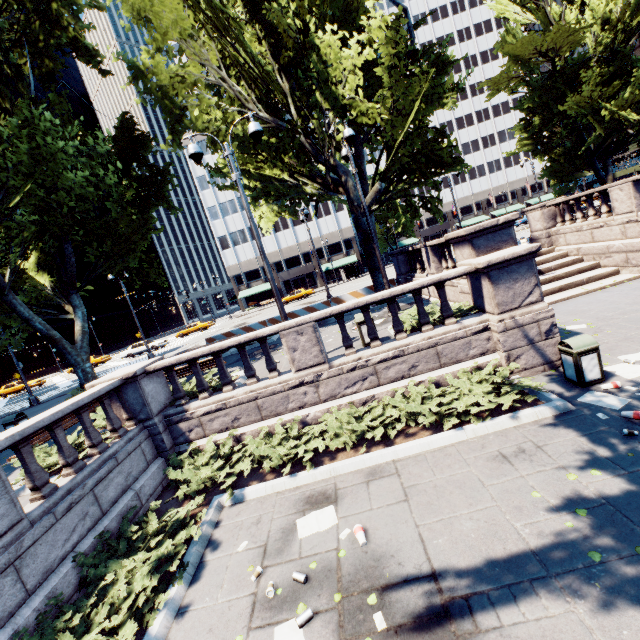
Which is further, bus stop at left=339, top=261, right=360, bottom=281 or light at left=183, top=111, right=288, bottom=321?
bus stop at left=339, top=261, right=360, bottom=281

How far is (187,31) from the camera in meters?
12.4 m

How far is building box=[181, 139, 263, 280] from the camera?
57.7m

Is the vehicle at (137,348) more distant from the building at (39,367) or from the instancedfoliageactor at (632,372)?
the instancedfoliageactor at (632,372)

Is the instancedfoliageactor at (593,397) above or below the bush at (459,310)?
below

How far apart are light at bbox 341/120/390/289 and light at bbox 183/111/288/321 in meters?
4.3 m

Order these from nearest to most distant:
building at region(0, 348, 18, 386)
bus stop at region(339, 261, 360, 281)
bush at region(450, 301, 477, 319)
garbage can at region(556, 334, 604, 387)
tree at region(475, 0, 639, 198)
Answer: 1. garbage can at region(556, 334, 604, 387)
2. bush at region(450, 301, 477, 319)
3. tree at region(475, 0, 639, 198)
4. bus stop at region(339, 261, 360, 281)
5. building at region(0, 348, 18, 386)

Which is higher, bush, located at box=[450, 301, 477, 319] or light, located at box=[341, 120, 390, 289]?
light, located at box=[341, 120, 390, 289]
